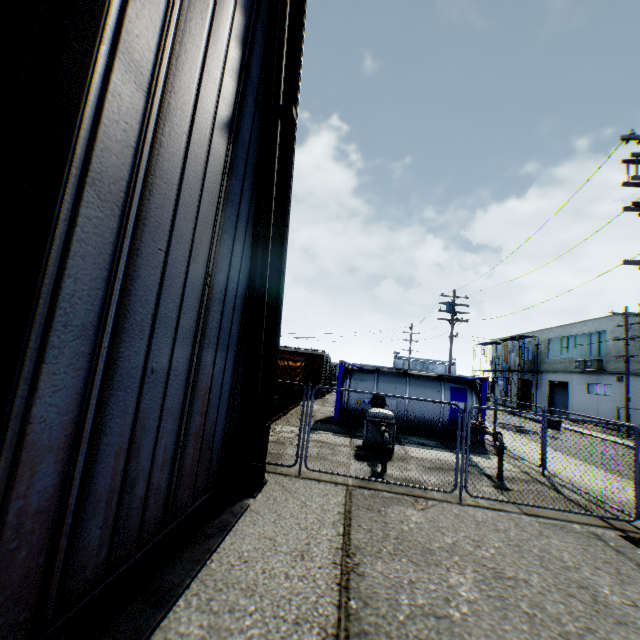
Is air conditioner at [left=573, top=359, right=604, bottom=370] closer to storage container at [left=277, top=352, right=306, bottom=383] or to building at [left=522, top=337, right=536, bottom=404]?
building at [left=522, top=337, right=536, bottom=404]

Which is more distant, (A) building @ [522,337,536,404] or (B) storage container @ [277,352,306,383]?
(A) building @ [522,337,536,404]

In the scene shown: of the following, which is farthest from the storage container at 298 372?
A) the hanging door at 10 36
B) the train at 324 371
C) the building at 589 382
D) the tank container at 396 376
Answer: the building at 589 382

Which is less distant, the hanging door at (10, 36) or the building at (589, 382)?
the hanging door at (10, 36)

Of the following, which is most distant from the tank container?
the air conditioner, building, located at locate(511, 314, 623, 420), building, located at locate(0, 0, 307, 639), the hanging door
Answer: building, located at locate(511, 314, 623, 420)

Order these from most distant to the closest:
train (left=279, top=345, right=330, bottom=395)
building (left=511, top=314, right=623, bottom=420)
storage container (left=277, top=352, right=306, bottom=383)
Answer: building (left=511, top=314, right=623, bottom=420)
train (left=279, top=345, right=330, bottom=395)
storage container (left=277, top=352, right=306, bottom=383)

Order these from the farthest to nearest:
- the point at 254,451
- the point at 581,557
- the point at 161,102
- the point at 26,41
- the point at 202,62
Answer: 1. the point at 254,451
2. the point at 581,557
3. the point at 202,62
4. the point at 161,102
5. the point at 26,41

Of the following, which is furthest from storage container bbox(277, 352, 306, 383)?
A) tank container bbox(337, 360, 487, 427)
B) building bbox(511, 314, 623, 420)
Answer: building bbox(511, 314, 623, 420)
